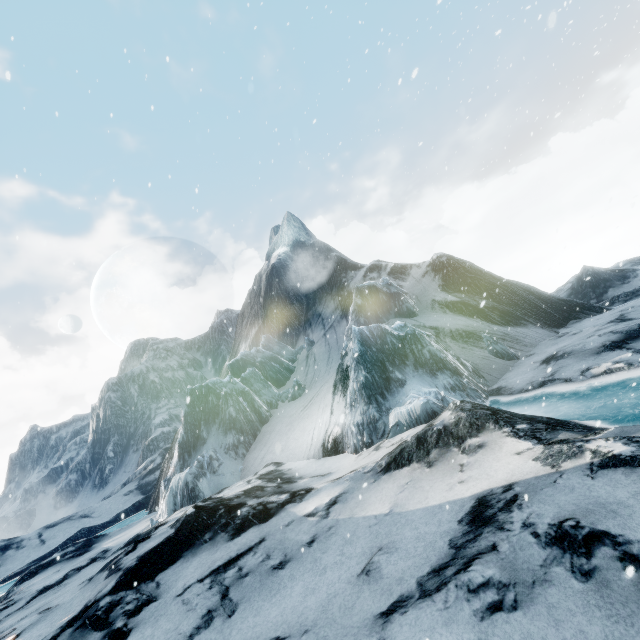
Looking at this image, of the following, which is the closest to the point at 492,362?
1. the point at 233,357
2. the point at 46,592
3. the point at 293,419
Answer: the point at 293,419
